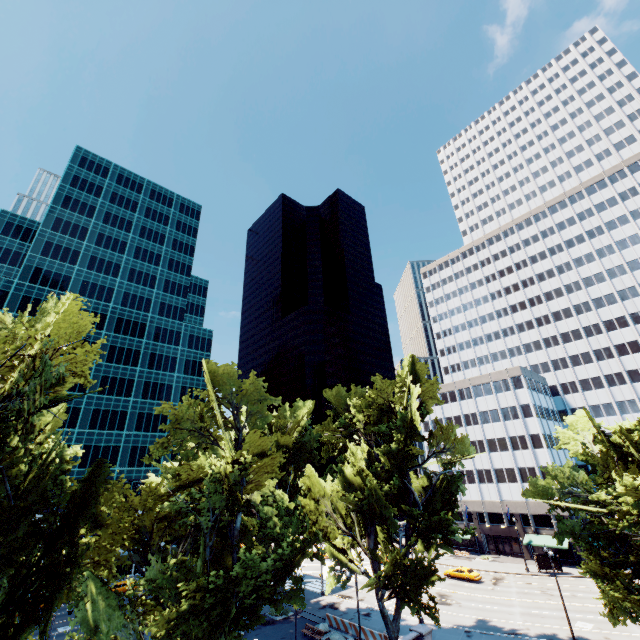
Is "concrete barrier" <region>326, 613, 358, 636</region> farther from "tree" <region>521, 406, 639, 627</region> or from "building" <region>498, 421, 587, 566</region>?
"building" <region>498, 421, 587, 566</region>

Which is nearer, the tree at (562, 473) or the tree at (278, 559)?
the tree at (278, 559)

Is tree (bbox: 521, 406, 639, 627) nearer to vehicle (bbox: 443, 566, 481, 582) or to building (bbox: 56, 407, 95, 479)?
vehicle (bbox: 443, 566, 481, 582)

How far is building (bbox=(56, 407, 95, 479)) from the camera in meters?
57.7

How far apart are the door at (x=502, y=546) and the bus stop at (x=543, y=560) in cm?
952

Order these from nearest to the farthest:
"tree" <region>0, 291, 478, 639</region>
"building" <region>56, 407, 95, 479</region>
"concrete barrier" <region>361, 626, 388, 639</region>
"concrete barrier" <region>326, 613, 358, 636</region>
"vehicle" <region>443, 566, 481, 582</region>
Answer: "tree" <region>0, 291, 478, 639</region>
"concrete barrier" <region>361, 626, 388, 639</region>
"concrete barrier" <region>326, 613, 358, 636</region>
"vehicle" <region>443, 566, 481, 582</region>
"building" <region>56, 407, 95, 479</region>

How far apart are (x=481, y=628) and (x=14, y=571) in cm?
4080

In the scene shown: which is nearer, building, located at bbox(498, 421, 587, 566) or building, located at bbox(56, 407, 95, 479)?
building, located at bbox(498, 421, 587, 566)
